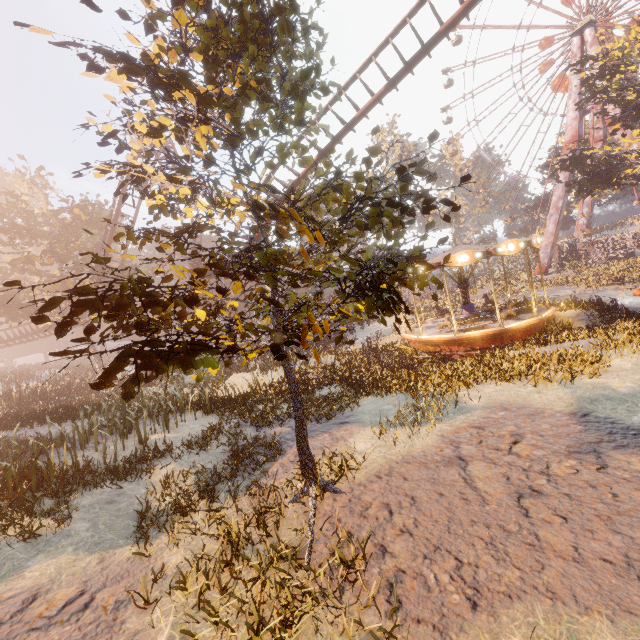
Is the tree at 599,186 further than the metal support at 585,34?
No

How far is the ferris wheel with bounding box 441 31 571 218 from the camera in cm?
4012

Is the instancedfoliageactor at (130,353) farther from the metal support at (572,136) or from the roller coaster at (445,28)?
the metal support at (572,136)

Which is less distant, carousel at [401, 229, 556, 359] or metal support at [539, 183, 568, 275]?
carousel at [401, 229, 556, 359]

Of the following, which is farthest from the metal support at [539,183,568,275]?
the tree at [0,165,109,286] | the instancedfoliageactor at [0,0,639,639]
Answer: the tree at [0,165,109,286]

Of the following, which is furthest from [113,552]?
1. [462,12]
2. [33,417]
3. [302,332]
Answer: [462,12]

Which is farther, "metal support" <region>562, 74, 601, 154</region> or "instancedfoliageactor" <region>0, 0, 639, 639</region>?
"metal support" <region>562, 74, 601, 154</region>

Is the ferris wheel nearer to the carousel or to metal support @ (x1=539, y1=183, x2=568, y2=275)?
metal support @ (x1=539, y1=183, x2=568, y2=275)
